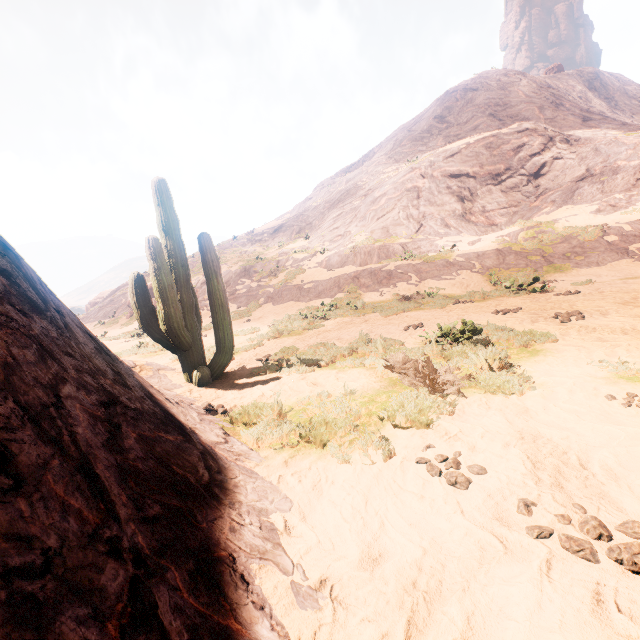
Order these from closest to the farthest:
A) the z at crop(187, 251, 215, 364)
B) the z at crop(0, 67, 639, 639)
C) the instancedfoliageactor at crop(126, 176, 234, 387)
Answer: the z at crop(0, 67, 639, 639) < the instancedfoliageactor at crop(126, 176, 234, 387) < the z at crop(187, 251, 215, 364)

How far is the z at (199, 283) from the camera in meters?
10.7

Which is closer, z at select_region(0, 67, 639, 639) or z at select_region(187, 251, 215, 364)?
z at select_region(0, 67, 639, 639)

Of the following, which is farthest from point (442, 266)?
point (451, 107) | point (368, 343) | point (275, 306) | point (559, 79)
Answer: point (559, 79)

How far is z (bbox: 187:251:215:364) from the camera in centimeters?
1070cm

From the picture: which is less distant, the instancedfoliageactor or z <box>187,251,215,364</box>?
the instancedfoliageactor

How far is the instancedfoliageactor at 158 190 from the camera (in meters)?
5.62
